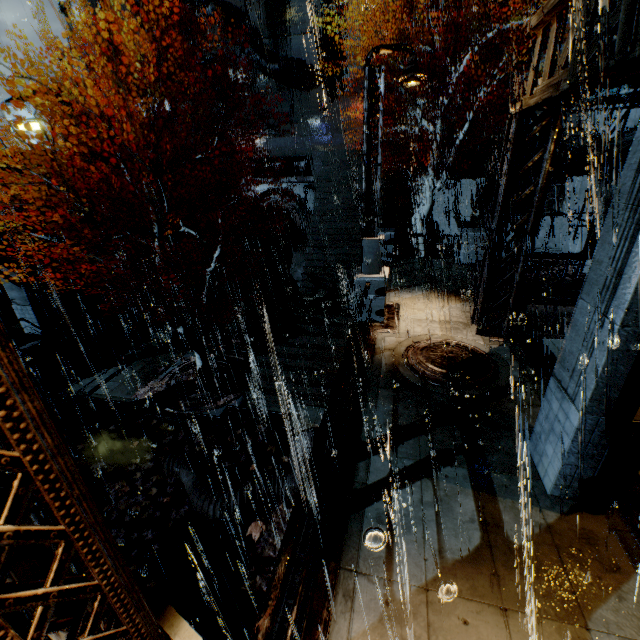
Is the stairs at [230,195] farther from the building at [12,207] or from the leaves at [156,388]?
the leaves at [156,388]

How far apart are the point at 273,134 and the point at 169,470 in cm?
2412

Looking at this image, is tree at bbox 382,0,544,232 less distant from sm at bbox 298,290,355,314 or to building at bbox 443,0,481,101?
building at bbox 443,0,481,101

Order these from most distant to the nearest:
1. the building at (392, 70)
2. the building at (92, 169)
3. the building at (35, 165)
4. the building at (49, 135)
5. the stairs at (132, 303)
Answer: the building at (49, 135)
the building at (392, 70)
the stairs at (132, 303)
the building at (92, 169)
the building at (35, 165)

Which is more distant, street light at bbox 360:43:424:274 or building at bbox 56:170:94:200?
building at bbox 56:170:94:200

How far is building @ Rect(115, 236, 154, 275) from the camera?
21.62m

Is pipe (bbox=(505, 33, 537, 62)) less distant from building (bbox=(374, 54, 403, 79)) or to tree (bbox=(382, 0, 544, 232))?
building (bbox=(374, 54, 403, 79))

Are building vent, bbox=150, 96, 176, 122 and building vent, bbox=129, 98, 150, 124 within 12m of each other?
yes
